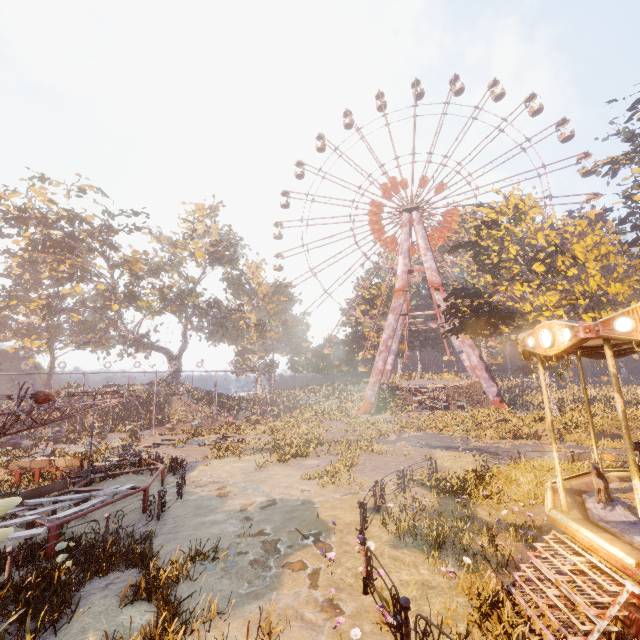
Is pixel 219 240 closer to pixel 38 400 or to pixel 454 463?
pixel 38 400

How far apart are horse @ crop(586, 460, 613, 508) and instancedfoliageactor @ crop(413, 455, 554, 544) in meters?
4.4 m

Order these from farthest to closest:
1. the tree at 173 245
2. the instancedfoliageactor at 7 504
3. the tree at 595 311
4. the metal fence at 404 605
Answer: the tree at 173 245 < the tree at 595 311 < the instancedfoliageactor at 7 504 < the metal fence at 404 605

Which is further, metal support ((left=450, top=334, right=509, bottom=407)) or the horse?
metal support ((left=450, top=334, right=509, bottom=407))

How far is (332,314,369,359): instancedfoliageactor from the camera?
51.2 meters

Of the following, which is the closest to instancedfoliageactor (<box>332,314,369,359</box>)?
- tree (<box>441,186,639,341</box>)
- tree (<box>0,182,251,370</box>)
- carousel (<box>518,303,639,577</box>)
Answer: tree (<box>441,186,639,341</box>)

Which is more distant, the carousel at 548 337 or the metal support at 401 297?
the metal support at 401 297

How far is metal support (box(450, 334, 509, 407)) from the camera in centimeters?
3444cm
